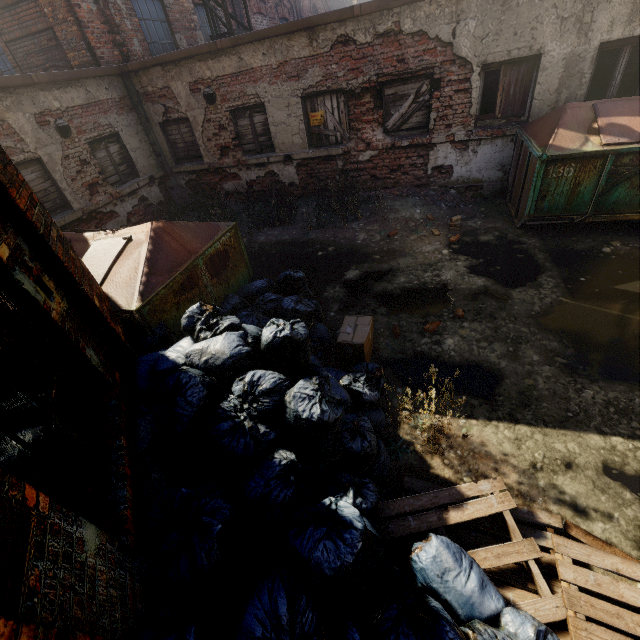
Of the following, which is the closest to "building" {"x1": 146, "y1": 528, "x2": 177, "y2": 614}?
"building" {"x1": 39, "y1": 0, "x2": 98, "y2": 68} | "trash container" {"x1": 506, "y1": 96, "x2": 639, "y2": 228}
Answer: "trash container" {"x1": 506, "y1": 96, "x2": 639, "y2": 228}

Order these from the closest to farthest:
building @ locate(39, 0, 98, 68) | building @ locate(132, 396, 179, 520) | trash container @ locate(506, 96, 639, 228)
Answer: building @ locate(132, 396, 179, 520), trash container @ locate(506, 96, 639, 228), building @ locate(39, 0, 98, 68)

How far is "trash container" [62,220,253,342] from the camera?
3.50m

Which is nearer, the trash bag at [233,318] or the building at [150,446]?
the trash bag at [233,318]

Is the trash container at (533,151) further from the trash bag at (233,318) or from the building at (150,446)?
the building at (150,446)

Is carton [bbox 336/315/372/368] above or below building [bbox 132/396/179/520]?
below

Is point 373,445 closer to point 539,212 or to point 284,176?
point 539,212

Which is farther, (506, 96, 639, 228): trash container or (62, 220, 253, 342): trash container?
(506, 96, 639, 228): trash container
